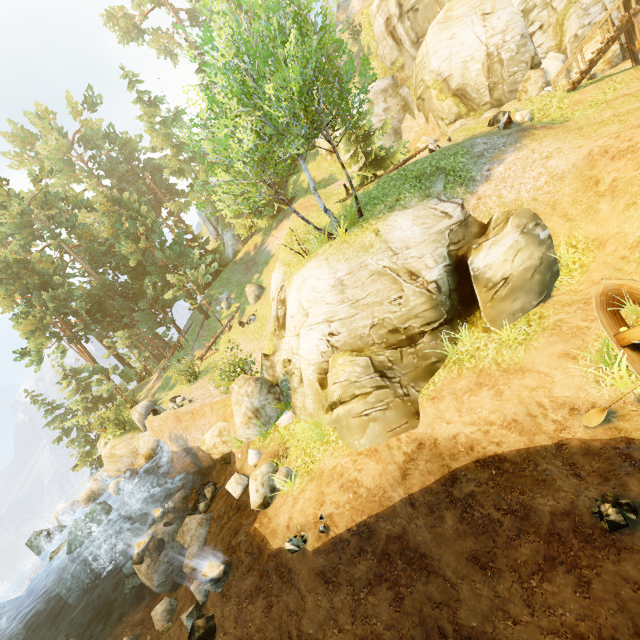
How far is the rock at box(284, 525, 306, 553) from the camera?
8.6 meters

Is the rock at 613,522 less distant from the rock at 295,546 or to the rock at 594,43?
the rock at 295,546

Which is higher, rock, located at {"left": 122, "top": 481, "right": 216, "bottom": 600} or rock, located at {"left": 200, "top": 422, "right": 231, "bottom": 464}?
rock, located at {"left": 200, "top": 422, "right": 231, "bottom": 464}

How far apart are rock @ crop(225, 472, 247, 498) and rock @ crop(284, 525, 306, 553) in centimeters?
393cm

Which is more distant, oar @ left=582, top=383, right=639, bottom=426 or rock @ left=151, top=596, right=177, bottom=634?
rock @ left=151, top=596, right=177, bottom=634

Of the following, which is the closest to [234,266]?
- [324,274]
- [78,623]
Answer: [324,274]

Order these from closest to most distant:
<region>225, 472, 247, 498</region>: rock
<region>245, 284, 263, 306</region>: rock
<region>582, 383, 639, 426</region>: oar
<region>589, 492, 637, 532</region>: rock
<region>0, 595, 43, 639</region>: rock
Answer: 1. <region>589, 492, 637, 532</region>: rock
2. <region>582, 383, 639, 426</region>: oar
3. <region>225, 472, 247, 498</region>: rock
4. <region>0, 595, 43, 639</region>: rock
5. <region>245, 284, 263, 306</region>: rock

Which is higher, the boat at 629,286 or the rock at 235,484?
the boat at 629,286
